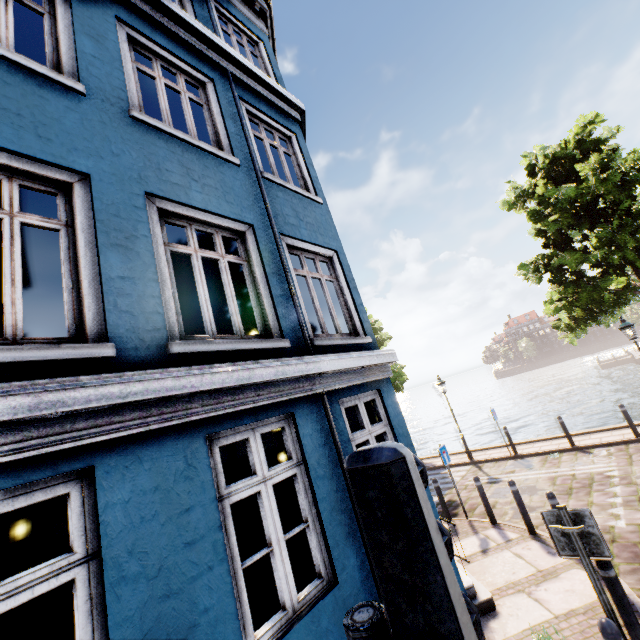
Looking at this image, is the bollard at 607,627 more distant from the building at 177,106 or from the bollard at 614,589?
the building at 177,106

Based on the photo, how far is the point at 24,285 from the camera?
12.70m

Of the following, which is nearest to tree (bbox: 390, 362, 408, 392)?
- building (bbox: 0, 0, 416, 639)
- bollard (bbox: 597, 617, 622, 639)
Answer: building (bbox: 0, 0, 416, 639)

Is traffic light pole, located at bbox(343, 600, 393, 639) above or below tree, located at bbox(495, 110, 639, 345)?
below

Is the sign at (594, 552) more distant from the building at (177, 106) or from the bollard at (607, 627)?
the building at (177, 106)

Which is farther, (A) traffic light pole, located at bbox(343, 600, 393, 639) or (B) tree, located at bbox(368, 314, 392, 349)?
(B) tree, located at bbox(368, 314, 392, 349)

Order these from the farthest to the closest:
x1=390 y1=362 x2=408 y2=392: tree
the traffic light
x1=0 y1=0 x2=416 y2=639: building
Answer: x1=390 y1=362 x2=408 y2=392: tree
x1=0 y1=0 x2=416 y2=639: building
the traffic light

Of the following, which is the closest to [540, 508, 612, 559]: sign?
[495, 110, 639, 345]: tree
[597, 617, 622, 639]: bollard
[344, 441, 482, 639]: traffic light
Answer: [597, 617, 622, 639]: bollard
